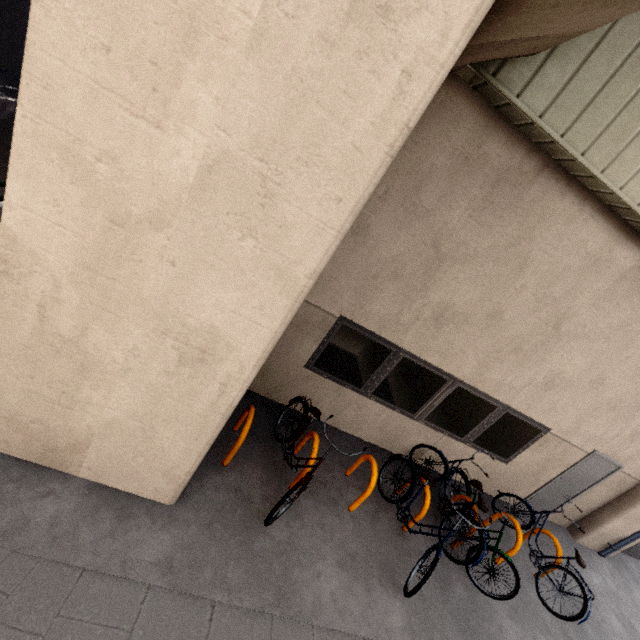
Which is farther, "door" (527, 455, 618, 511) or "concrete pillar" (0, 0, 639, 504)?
"door" (527, 455, 618, 511)

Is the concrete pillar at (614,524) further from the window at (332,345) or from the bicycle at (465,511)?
the bicycle at (465,511)

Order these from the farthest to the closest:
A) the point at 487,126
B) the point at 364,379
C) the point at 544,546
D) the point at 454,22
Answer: the point at 544,546 < the point at 364,379 < the point at 487,126 < the point at 454,22

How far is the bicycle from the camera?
4.4m

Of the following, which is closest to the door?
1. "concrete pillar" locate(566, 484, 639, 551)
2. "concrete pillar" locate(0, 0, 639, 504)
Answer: "concrete pillar" locate(566, 484, 639, 551)

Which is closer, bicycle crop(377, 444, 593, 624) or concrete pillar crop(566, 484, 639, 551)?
bicycle crop(377, 444, 593, 624)

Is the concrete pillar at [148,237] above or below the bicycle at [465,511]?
above

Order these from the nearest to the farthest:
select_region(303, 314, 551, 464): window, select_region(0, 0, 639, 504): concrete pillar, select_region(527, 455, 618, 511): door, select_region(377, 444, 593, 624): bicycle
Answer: select_region(0, 0, 639, 504): concrete pillar → select_region(377, 444, 593, 624): bicycle → select_region(303, 314, 551, 464): window → select_region(527, 455, 618, 511): door
